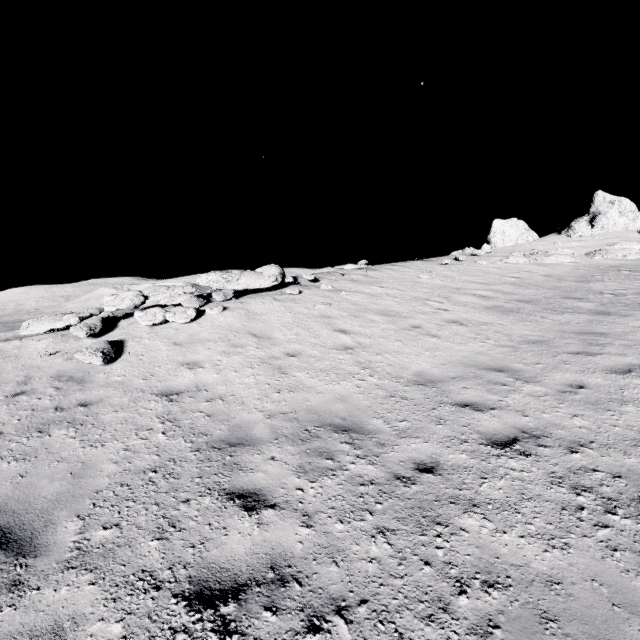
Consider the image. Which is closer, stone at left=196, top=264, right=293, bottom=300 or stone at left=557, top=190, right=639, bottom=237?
stone at left=196, top=264, right=293, bottom=300

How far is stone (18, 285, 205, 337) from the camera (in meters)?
8.94

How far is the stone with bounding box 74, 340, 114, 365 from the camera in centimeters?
713cm

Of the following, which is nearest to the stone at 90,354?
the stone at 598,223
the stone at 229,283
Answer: the stone at 229,283

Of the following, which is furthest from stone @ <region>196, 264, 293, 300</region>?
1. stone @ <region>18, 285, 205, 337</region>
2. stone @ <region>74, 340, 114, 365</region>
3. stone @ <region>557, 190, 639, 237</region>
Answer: stone @ <region>557, 190, 639, 237</region>

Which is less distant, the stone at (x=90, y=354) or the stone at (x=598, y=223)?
the stone at (x=90, y=354)

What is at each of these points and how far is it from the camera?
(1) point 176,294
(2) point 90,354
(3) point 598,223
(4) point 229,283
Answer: (1) stone, 11.2m
(2) stone, 7.3m
(3) stone, 20.3m
(4) stone, 12.2m

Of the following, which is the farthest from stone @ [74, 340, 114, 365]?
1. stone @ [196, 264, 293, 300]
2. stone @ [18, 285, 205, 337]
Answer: stone @ [196, 264, 293, 300]
